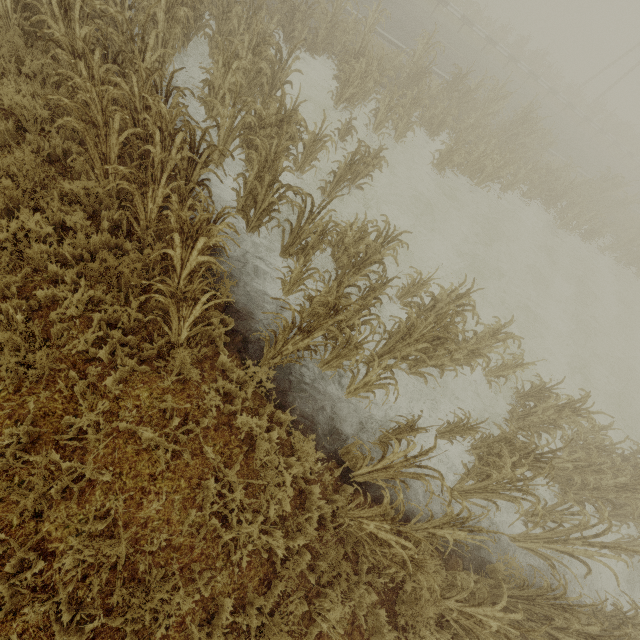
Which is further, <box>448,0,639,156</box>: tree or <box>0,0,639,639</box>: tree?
<box>448,0,639,156</box>: tree

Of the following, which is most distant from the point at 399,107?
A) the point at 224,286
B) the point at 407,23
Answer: the point at 407,23

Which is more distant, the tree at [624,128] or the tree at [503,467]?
the tree at [624,128]
